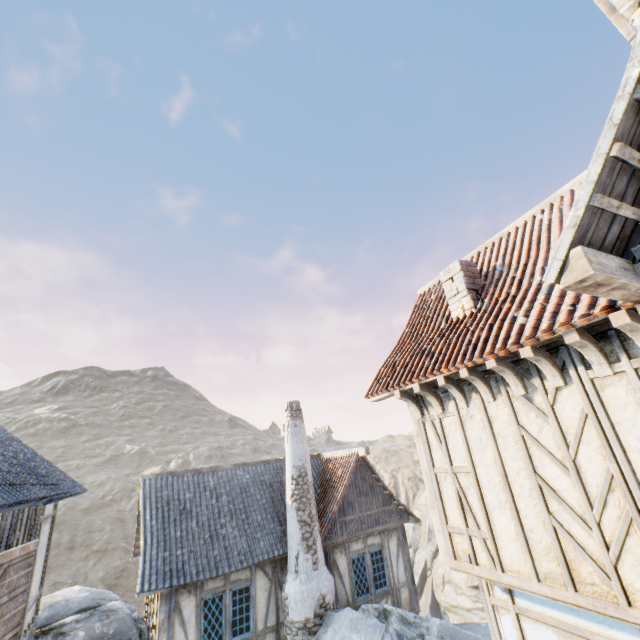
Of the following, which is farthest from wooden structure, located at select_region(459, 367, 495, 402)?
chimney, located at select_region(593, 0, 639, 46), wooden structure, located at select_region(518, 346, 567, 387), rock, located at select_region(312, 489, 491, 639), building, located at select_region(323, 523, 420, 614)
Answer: building, located at select_region(323, 523, 420, 614)

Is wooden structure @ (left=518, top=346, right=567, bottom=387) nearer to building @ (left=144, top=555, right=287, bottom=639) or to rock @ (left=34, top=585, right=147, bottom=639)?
building @ (left=144, top=555, right=287, bottom=639)

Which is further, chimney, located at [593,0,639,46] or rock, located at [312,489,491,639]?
rock, located at [312,489,491,639]

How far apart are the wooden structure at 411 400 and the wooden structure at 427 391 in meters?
0.4 m

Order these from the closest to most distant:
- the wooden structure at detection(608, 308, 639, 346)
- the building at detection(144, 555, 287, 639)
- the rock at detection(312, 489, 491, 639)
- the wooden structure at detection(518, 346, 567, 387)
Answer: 1. the wooden structure at detection(608, 308, 639, 346)
2. the wooden structure at detection(518, 346, 567, 387)
3. the rock at detection(312, 489, 491, 639)
4. the building at detection(144, 555, 287, 639)

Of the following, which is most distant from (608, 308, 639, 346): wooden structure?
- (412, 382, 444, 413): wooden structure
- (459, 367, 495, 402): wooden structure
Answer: (412, 382, 444, 413): wooden structure

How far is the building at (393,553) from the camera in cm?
1138

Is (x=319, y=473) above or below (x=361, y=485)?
above
